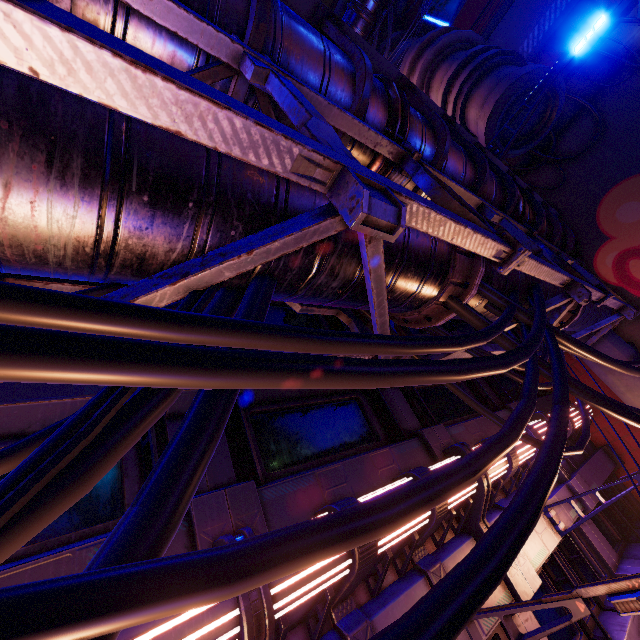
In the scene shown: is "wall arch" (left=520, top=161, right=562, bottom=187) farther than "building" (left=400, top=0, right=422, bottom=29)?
No

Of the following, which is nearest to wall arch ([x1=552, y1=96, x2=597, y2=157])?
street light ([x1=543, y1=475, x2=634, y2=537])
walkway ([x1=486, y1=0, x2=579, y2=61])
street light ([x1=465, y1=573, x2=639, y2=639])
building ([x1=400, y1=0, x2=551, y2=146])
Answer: building ([x1=400, y1=0, x2=551, y2=146])

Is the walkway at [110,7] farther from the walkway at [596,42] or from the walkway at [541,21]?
the walkway at [541,21]

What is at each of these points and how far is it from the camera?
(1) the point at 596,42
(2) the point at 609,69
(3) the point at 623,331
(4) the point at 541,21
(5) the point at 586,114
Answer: (1) walkway, 13.5m
(2) wall arch, 11.3m
(3) wall arch, 10.8m
(4) walkway, 14.5m
(5) wall arch, 11.9m

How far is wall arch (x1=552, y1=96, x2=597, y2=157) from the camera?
11.8 meters

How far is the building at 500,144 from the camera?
10.89m

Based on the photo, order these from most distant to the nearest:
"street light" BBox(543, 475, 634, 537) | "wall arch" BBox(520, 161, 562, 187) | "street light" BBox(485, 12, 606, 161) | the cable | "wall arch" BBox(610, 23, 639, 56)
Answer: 1. "wall arch" BBox(520, 161, 562, 187)
2. "wall arch" BBox(610, 23, 639, 56)
3. "street light" BBox(485, 12, 606, 161)
4. "street light" BBox(543, 475, 634, 537)
5. the cable

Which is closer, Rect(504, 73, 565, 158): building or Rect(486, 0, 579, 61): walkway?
Rect(504, 73, 565, 158): building
